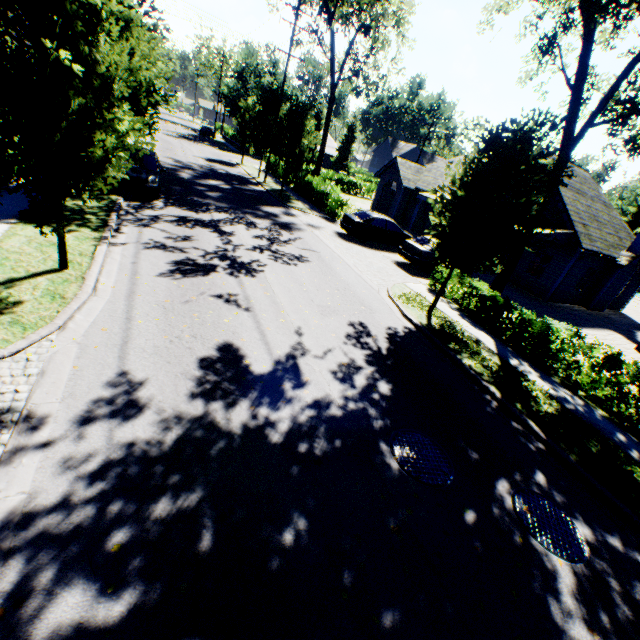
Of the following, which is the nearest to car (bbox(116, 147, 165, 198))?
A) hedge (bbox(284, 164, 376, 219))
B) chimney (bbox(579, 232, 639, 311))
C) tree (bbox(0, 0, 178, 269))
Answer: tree (bbox(0, 0, 178, 269))

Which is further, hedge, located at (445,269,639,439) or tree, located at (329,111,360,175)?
tree, located at (329,111,360,175)

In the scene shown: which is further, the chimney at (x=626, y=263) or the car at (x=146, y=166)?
the chimney at (x=626, y=263)

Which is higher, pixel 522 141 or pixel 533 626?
pixel 522 141

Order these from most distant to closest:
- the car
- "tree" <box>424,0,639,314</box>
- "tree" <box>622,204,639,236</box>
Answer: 1. "tree" <box>622,204,639,236</box>
2. the car
3. "tree" <box>424,0,639,314</box>

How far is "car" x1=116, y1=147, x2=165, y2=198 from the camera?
13.12m

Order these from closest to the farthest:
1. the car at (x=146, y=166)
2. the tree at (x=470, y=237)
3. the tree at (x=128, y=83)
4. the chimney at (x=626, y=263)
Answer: the tree at (x=128, y=83)
the tree at (x=470, y=237)
the car at (x=146, y=166)
the chimney at (x=626, y=263)

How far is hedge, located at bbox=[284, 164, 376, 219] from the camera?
22.3 meters
